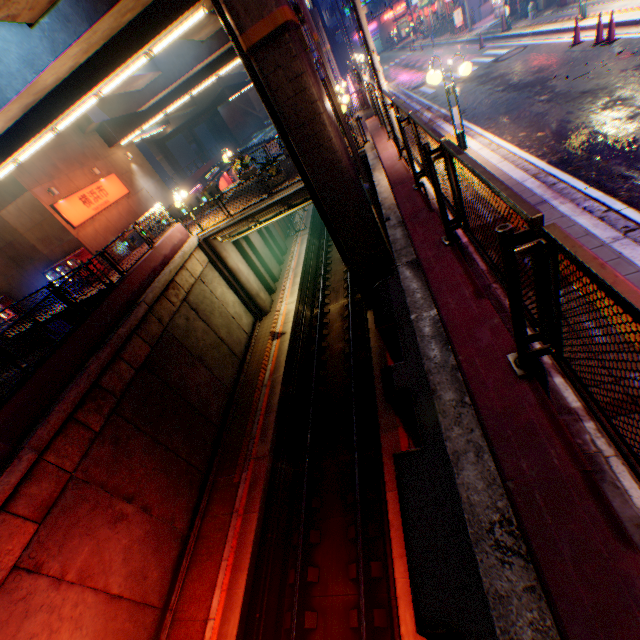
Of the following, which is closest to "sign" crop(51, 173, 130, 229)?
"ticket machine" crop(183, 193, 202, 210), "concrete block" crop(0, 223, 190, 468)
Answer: "ticket machine" crop(183, 193, 202, 210)

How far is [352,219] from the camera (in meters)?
12.30

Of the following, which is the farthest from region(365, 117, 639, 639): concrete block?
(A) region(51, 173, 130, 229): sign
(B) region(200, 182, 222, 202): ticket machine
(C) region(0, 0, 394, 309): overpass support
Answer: (A) region(51, 173, 130, 229): sign

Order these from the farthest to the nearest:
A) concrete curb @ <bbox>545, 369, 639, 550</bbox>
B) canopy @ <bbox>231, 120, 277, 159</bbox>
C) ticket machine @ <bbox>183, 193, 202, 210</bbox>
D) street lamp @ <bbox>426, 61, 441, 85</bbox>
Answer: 1. canopy @ <bbox>231, 120, 277, 159</bbox>
2. ticket machine @ <bbox>183, 193, 202, 210</bbox>
3. street lamp @ <bbox>426, 61, 441, 85</bbox>
4. concrete curb @ <bbox>545, 369, 639, 550</bbox>

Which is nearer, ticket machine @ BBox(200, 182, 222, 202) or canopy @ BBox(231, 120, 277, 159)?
ticket machine @ BBox(200, 182, 222, 202)

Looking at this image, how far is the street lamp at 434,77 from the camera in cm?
777

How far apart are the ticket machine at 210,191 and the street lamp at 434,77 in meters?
15.7

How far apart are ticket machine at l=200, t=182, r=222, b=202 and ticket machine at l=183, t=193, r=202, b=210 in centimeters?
121cm
